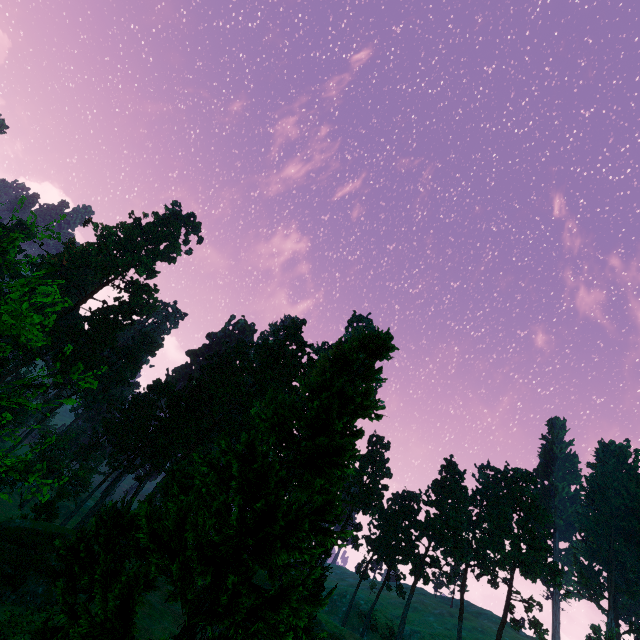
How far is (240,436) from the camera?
51.2m

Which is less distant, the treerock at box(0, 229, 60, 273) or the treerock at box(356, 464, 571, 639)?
the treerock at box(0, 229, 60, 273)

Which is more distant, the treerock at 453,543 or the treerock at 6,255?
the treerock at 453,543

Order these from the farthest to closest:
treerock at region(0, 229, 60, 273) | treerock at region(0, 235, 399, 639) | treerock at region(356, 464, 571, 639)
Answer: treerock at region(356, 464, 571, 639), treerock at region(0, 235, 399, 639), treerock at region(0, 229, 60, 273)
